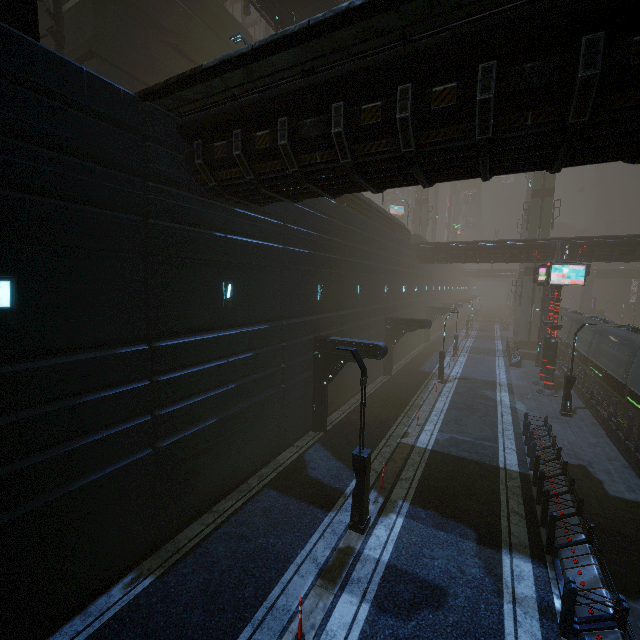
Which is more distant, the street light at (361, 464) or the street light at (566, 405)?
the street light at (566, 405)

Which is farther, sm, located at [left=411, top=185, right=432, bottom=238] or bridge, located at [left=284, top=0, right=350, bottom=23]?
sm, located at [left=411, top=185, right=432, bottom=238]

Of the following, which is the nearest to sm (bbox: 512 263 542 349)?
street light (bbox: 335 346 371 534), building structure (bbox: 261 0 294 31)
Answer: building structure (bbox: 261 0 294 31)

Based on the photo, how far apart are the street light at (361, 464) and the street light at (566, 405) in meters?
15.7 m

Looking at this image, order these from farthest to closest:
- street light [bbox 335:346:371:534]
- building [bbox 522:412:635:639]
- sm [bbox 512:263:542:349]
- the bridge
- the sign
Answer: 1. sm [bbox 512:263:542:349]
2. the sign
3. the bridge
4. street light [bbox 335:346:371:534]
5. building [bbox 522:412:635:639]

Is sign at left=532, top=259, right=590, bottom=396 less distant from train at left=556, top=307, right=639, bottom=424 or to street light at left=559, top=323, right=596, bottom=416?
train at left=556, top=307, right=639, bottom=424

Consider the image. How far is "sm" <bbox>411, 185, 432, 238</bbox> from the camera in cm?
5331

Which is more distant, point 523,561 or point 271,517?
point 271,517
